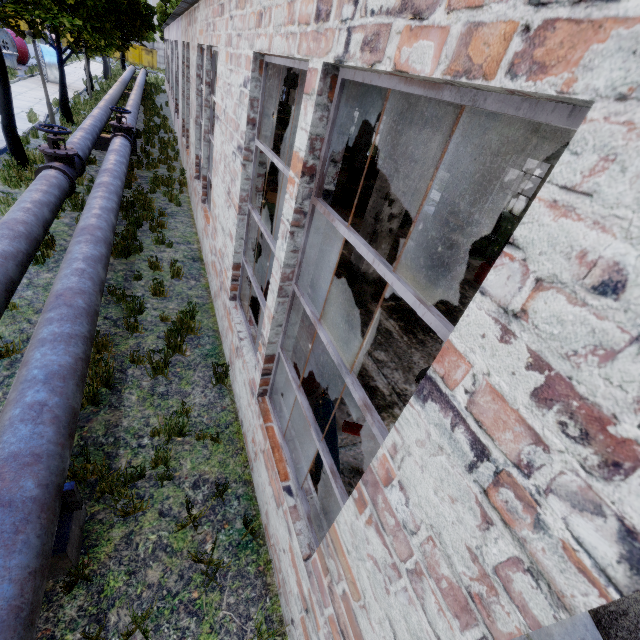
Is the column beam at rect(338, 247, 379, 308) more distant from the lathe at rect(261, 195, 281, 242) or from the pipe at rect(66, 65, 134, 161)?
the pipe at rect(66, 65, 134, 161)

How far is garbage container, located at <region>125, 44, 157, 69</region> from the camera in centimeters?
4719cm

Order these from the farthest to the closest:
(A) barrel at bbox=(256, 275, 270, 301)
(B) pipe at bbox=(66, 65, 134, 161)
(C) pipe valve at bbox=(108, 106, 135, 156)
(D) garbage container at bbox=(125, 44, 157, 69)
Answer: (D) garbage container at bbox=(125, 44, 157, 69), (C) pipe valve at bbox=(108, 106, 135, 156), (B) pipe at bbox=(66, 65, 134, 161), (A) barrel at bbox=(256, 275, 270, 301)

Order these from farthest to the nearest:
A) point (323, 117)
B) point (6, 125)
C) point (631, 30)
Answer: point (6, 125)
point (323, 117)
point (631, 30)

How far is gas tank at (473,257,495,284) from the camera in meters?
10.8

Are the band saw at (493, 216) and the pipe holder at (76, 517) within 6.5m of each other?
no

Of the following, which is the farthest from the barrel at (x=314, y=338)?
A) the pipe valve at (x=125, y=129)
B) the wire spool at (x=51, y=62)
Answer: the wire spool at (x=51, y=62)

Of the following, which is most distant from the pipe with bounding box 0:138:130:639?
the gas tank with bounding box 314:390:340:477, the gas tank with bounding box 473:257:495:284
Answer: the gas tank with bounding box 473:257:495:284
